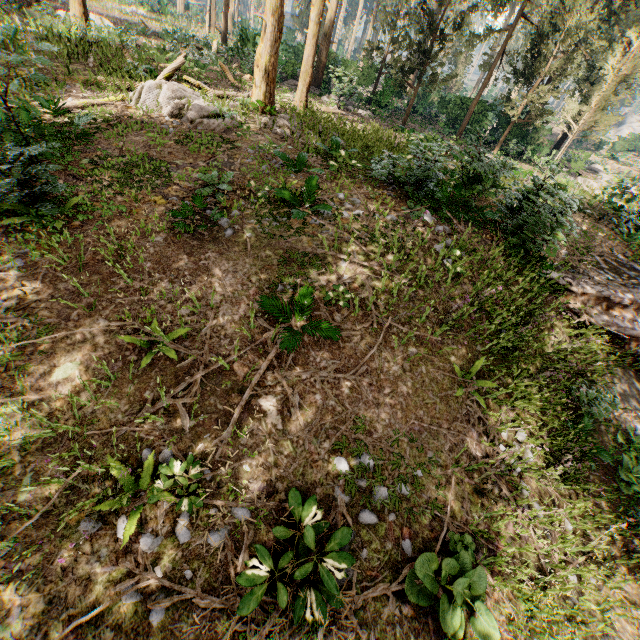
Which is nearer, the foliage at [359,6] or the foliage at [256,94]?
the foliage at [256,94]

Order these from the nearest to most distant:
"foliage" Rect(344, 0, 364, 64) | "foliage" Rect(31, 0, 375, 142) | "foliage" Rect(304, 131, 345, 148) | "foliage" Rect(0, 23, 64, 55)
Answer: "foliage" Rect(0, 23, 64, 55), "foliage" Rect(31, 0, 375, 142), "foliage" Rect(304, 131, 345, 148), "foliage" Rect(344, 0, 364, 64)

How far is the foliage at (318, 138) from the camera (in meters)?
12.02

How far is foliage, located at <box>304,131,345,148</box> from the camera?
12.0 meters

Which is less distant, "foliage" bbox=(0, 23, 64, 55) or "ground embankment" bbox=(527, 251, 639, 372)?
"foliage" bbox=(0, 23, 64, 55)

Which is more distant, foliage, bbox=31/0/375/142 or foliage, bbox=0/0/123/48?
foliage, bbox=0/0/123/48

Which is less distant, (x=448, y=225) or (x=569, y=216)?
(x=448, y=225)
